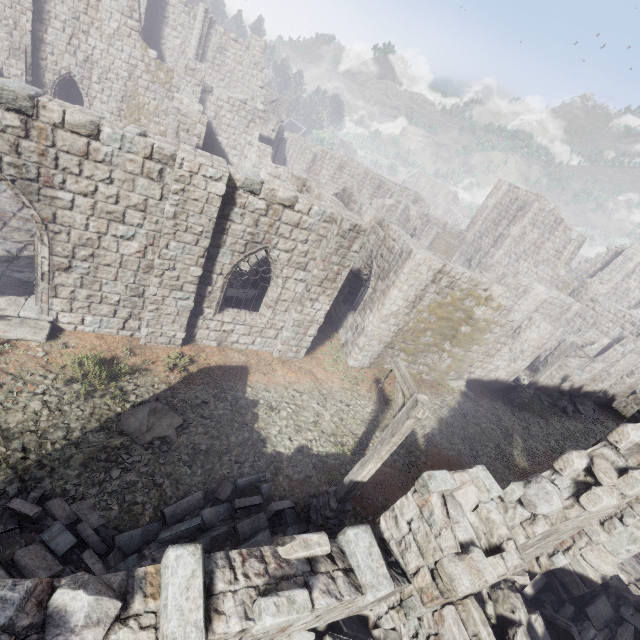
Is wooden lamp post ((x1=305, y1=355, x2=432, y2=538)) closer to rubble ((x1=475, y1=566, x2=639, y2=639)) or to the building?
the building

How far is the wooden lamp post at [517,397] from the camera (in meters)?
16.80

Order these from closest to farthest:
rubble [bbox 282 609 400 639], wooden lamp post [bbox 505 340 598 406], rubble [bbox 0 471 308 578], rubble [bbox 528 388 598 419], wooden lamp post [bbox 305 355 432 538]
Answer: rubble [bbox 282 609 400 639]
rubble [bbox 0 471 308 578]
wooden lamp post [bbox 305 355 432 538]
wooden lamp post [bbox 505 340 598 406]
rubble [bbox 528 388 598 419]

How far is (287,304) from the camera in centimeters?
1241cm

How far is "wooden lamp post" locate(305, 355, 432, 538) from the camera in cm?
624

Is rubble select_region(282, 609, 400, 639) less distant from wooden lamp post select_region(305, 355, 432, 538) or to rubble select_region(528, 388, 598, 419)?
wooden lamp post select_region(305, 355, 432, 538)

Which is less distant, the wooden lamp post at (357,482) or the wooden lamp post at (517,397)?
the wooden lamp post at (357,482)

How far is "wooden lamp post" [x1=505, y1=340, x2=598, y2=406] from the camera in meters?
16.8
